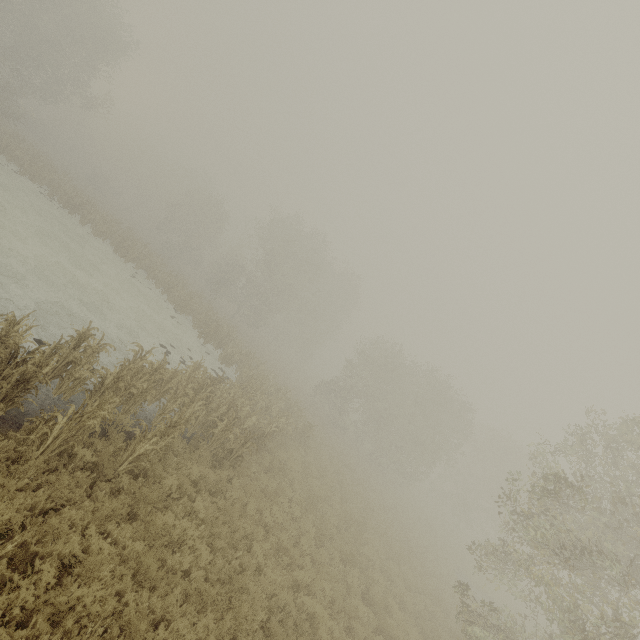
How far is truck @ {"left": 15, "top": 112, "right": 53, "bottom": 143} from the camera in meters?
44.2

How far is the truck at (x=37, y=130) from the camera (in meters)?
44.22

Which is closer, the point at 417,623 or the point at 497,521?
the point at 417,623

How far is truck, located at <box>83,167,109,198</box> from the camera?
47.2 meters

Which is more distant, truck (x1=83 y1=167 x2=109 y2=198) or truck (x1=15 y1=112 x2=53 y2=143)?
truck (x1=83 y1=167 x2=109 y2=198)

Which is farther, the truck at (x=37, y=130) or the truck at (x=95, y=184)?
the truck at (x=95, y=184)
